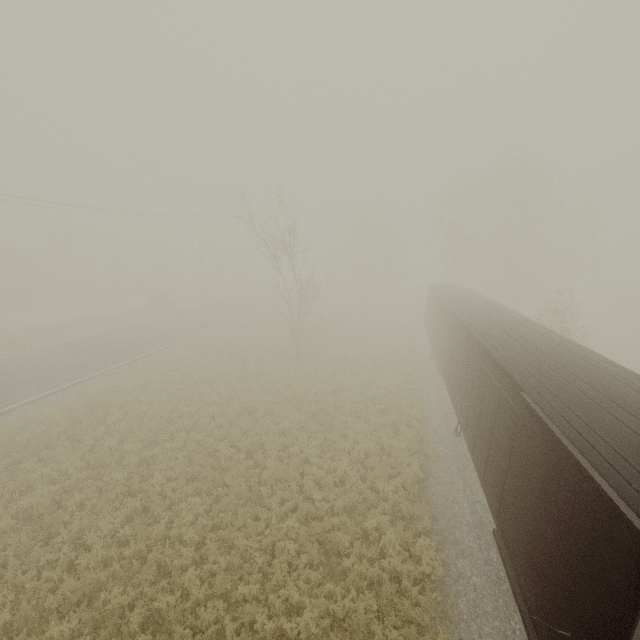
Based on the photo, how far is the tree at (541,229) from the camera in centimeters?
3234cm

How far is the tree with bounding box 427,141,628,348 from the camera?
32.3 meters

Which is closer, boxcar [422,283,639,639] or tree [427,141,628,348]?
boxcar [422,283,639,639]

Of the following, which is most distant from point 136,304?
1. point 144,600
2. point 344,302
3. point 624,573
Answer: point 624,573

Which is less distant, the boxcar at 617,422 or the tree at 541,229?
the boxcar at 617,422
